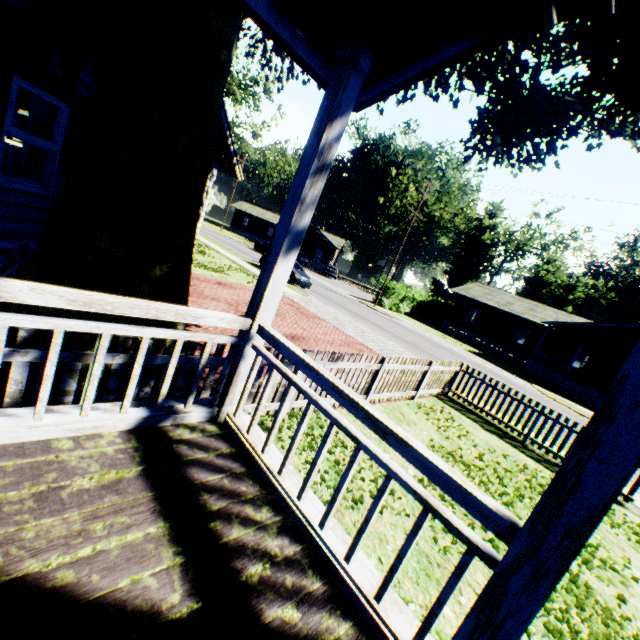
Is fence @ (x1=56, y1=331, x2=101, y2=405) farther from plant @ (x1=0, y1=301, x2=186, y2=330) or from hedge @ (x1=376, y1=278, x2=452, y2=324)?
hedge @ (x1=376, y1=278, x2=452, y2=324)

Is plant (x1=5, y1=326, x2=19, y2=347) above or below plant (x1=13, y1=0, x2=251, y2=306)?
below

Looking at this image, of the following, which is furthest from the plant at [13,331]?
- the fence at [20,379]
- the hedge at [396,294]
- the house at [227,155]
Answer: the hedge at [396,294]

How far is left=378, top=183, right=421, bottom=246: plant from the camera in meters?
45.1

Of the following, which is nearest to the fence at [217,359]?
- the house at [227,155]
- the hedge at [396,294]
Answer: the house at [227,155]

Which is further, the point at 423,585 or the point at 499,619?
the point at 423,585

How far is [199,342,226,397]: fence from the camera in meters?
4.2 m

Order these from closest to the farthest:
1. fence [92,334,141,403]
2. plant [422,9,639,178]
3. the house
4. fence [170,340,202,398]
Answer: fence [92,334,141,403]
fence [170,340,202,398]
plant [422,9,639,178]
the house
